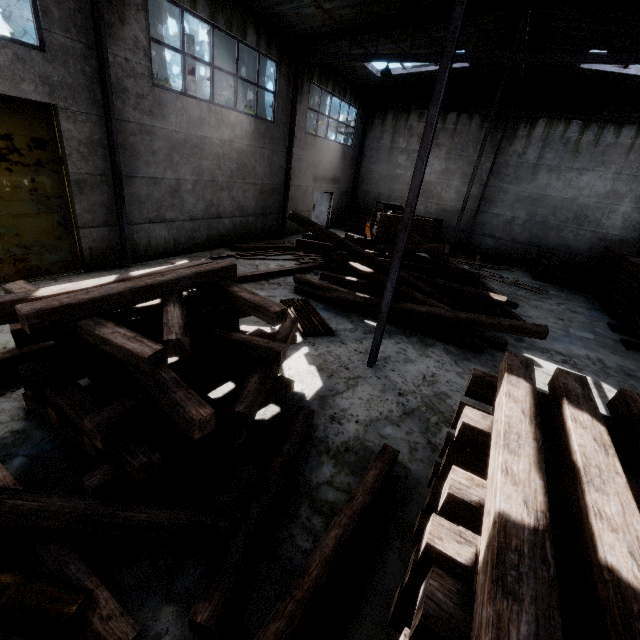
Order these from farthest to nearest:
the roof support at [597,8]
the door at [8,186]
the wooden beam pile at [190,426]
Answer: the door at [8,186] → the roof support at [597,8] → the wooden beam pile at [190,426]

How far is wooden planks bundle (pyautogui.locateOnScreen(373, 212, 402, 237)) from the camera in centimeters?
1388cm

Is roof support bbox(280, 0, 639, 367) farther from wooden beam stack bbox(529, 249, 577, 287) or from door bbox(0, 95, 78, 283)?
door bbox(0, 95, 78, 283)

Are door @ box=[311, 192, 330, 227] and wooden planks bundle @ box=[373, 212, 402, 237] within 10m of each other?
yes

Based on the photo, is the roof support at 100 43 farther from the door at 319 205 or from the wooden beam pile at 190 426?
the door at 319 205

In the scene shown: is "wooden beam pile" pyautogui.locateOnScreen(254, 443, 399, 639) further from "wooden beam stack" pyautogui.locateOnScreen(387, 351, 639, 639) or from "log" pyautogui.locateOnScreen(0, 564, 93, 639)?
"log" pyautogui.locateOnScreen(0, 564, 93, 639)

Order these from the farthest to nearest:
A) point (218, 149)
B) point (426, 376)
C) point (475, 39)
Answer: point (475, 39) → point (218, 149) → point (426, 376)

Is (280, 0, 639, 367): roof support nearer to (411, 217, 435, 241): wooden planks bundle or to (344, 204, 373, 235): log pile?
(411, 217, 435, 241): wooden planks bundle
